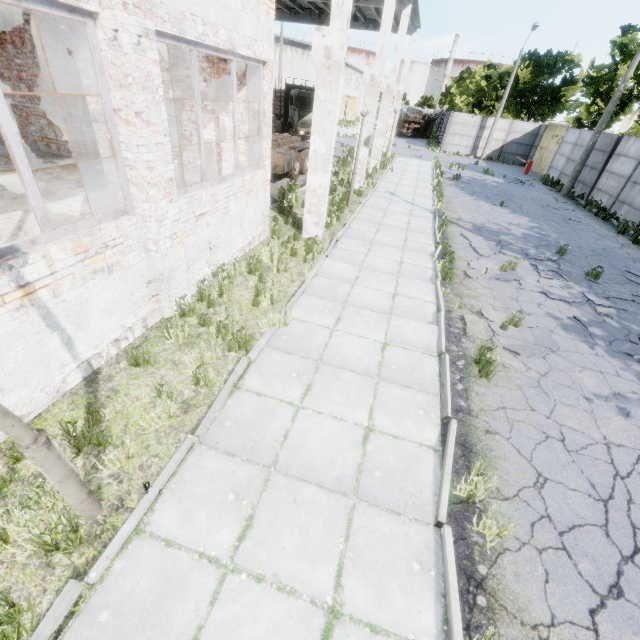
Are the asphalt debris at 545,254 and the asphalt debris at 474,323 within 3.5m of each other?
no

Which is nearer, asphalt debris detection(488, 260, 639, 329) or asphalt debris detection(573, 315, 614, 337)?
asphalt debris detection(573, 315, 614, 337)

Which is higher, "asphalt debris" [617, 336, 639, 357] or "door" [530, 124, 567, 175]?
"door" [530, 124, 567, 175]

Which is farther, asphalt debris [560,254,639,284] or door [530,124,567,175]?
door [530,124,567,175]

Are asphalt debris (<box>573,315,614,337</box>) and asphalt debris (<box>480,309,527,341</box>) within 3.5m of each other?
yes

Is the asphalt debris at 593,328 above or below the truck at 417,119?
below

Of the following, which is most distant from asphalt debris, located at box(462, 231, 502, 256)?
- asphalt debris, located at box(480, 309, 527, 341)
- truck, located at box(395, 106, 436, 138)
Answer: truck, located at box(395, 106, 436, 138)

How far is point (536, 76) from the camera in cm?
2964
